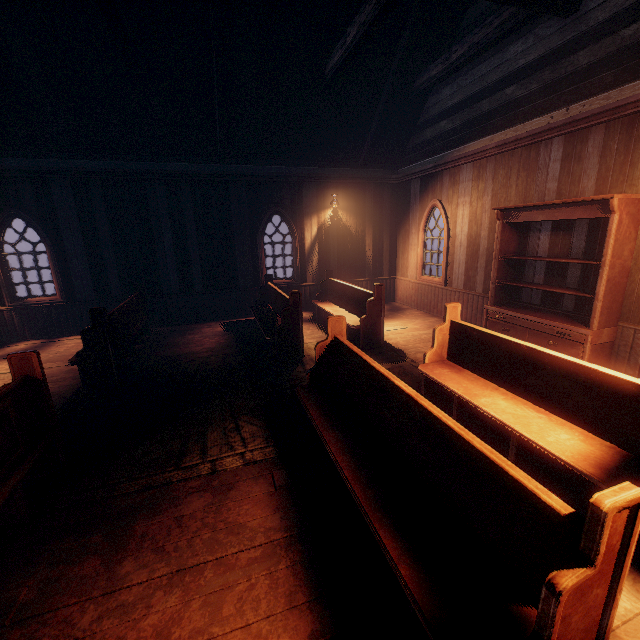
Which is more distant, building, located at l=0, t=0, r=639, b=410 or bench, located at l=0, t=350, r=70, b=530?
building, located at l=0, t=0, r=639, b=410

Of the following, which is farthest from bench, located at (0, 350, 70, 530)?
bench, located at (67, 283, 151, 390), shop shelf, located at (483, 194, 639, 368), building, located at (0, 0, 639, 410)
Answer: shop shelf, located at (483, 194, 639, 368)

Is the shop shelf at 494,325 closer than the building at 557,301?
Yes

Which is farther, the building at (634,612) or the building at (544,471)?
the building at (544,471)

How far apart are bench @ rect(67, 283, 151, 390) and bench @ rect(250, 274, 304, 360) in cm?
241

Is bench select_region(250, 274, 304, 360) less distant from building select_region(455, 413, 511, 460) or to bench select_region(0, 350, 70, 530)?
building select_region(455, 413, 511, 460)

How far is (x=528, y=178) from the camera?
6.0 meters
